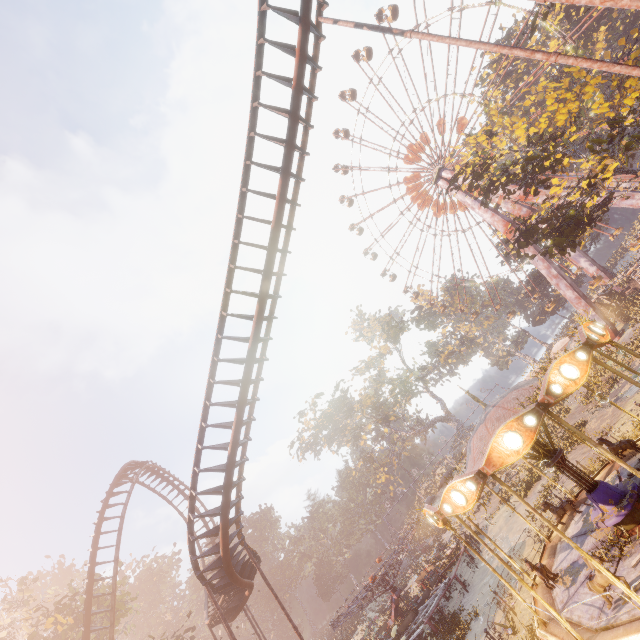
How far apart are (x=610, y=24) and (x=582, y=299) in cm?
4144

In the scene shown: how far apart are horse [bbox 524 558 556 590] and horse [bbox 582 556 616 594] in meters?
2.1 m

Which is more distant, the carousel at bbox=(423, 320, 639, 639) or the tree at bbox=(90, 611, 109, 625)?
the tree at bbox=(90, 611, 109, 625)

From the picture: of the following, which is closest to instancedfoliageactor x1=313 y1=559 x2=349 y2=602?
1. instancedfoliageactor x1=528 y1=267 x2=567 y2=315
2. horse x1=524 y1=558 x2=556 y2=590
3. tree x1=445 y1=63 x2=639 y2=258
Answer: horse x1=524 y1=558 x2=556 y2=590

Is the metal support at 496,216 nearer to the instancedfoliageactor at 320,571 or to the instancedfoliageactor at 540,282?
the instancedfoliageactor at 540,282

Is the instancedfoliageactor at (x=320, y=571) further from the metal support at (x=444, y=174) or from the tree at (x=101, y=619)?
the metal support at (x=444, y=174)

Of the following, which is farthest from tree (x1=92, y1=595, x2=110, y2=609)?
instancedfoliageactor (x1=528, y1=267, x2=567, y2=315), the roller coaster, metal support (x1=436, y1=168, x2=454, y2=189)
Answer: metal support (x1=436, y1=168, x2=454, y2=189)

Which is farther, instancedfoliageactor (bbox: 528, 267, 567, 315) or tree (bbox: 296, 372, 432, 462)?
tree (bbox: 296, 372, 432, 462)
